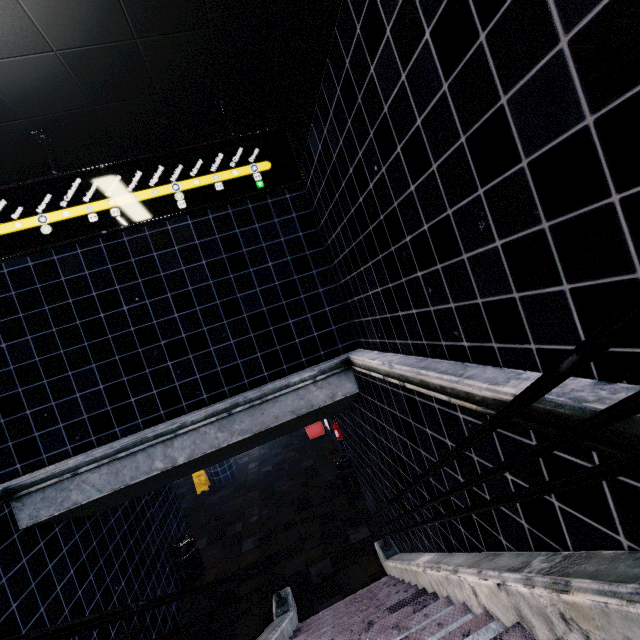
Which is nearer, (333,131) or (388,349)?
(333,131)
